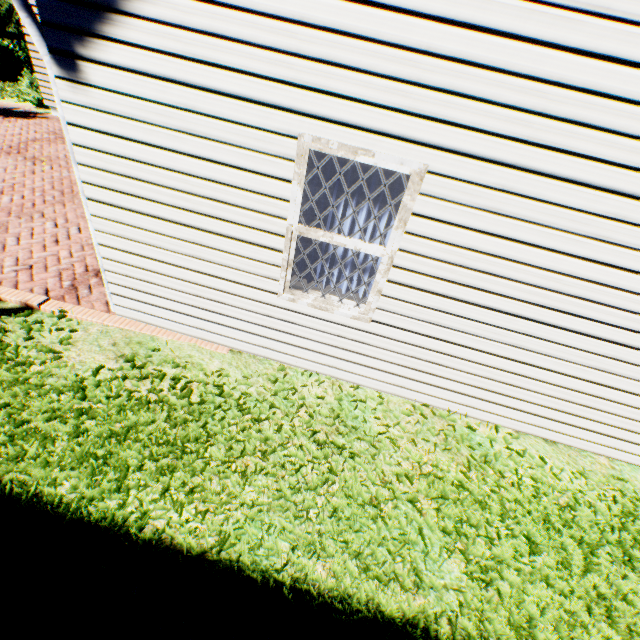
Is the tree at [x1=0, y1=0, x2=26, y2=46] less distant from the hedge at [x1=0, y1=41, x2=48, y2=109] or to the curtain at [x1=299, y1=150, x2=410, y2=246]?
the hedge at [x1=0, y1=41, x2=48, y2=109]

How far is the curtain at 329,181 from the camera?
2.9 meters

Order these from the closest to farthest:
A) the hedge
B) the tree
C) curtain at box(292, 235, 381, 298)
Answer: curtain at box(292, 235, 381, 298) < the hedge < the tree

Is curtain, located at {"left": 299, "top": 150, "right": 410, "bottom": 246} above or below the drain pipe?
below

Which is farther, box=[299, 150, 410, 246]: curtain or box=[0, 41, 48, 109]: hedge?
box=[0, 41, 48, 109]: hedge

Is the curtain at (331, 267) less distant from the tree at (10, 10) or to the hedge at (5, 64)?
the tree at (10, 10)

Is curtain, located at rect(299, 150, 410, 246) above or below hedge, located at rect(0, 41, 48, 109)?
above

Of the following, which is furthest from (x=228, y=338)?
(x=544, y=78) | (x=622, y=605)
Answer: (x=622, y=605)
